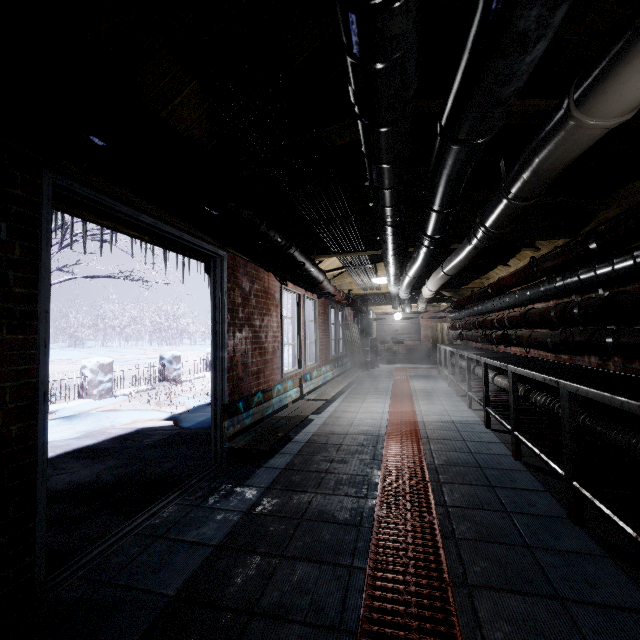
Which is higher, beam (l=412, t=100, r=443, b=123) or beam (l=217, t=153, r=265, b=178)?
beam (l=412, t=100, r=443, b=123)

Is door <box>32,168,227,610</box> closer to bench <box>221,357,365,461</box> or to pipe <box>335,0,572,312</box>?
bench <box>221,357,365,461</box>

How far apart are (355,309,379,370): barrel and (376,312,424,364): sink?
0.1 meters

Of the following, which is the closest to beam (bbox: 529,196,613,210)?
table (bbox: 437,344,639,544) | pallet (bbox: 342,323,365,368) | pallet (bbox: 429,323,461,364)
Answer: table (bbox: 437,344,639,544)

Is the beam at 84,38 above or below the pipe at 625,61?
above

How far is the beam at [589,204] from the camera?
2.3 meters

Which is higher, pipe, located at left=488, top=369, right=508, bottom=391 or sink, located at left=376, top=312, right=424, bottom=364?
sink, located at left=376, top=312, right=424, bottom=364

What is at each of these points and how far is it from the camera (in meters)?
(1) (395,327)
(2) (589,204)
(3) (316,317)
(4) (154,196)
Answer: (1) sink, 12.50
(2) beam, 2.36
(3) window, 6.37
(4) beam, 2.03
